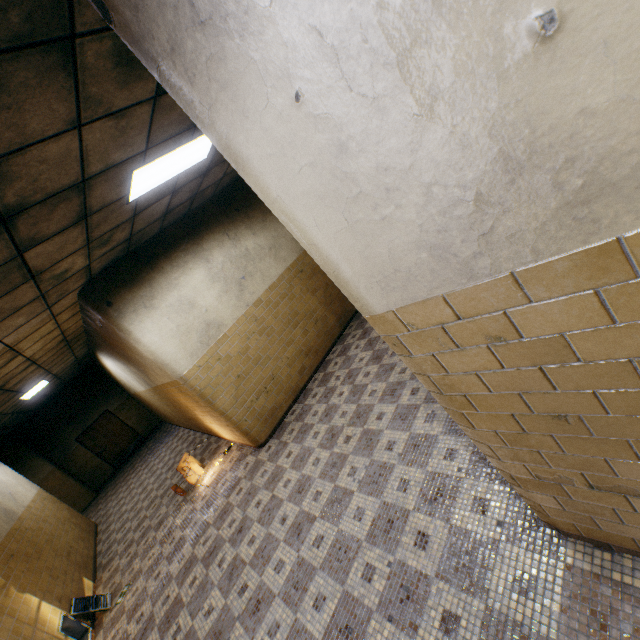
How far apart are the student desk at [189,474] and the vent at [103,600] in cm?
185

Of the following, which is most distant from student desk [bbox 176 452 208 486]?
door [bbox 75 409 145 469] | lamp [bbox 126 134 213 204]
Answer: door [bbox 75 409 145 469]

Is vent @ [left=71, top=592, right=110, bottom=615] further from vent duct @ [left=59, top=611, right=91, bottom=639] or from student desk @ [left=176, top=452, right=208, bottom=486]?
student desk @ [left=176, top=452, right=208, bottom=486]

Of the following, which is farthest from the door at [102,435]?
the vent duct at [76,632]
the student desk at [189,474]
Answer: the vent duct at [76,632]

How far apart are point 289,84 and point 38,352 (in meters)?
7.32

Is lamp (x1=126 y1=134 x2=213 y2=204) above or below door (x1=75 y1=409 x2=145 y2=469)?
above

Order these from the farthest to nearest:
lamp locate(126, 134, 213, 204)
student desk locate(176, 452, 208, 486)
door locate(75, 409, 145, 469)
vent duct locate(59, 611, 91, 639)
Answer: door locate(75, 409, 145, 469) < student desk locate(176, 452, 208, 486) < vent duct locate(59, 611, 91, 639) < lamp locate(126, 134, 213, 204)

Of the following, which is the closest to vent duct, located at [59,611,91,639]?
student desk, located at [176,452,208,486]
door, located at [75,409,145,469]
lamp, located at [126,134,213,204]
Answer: student desk, located at [176,452,208,486]
